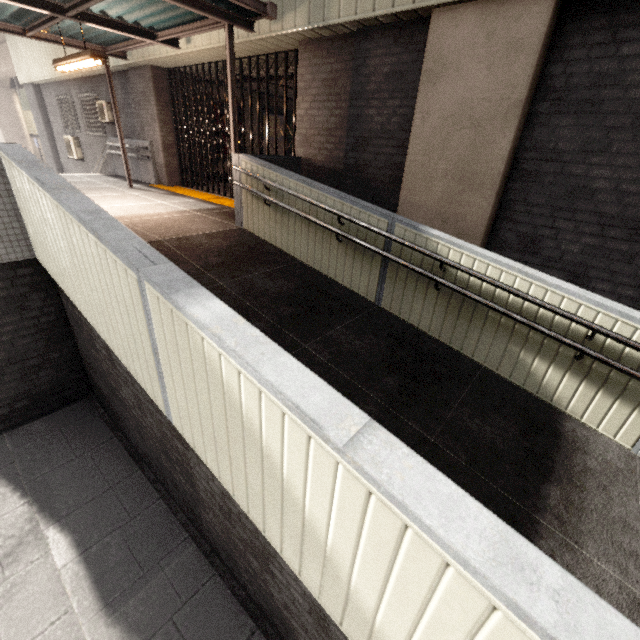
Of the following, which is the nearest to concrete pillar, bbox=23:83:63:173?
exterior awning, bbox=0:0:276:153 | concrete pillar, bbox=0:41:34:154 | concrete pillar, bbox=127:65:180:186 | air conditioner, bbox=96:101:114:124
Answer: concrete pillar, bbox=0:41:34:154

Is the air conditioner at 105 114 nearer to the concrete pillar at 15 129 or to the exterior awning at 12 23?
the exterior awning at 12 23

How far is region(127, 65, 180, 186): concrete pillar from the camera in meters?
8.7 m

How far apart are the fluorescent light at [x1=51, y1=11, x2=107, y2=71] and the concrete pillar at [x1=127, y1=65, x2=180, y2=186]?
2.84m

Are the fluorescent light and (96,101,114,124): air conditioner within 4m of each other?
no

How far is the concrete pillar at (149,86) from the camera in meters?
8.7 m

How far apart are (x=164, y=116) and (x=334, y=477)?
11.14m

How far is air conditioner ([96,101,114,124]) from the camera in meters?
10.5
